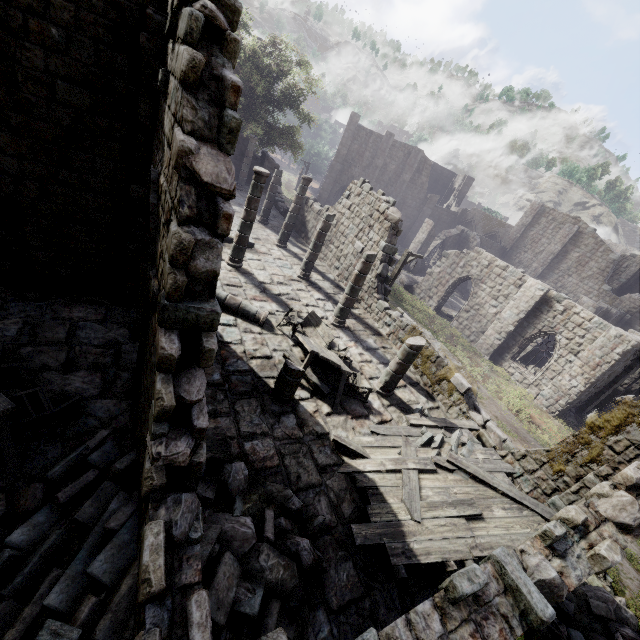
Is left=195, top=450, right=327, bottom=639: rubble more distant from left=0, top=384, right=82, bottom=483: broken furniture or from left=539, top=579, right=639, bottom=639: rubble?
left=539, top=579, right=639, bottom=639: rubble

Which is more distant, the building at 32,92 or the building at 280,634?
the building at 32,92

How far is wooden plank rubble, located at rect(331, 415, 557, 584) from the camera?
6.1m

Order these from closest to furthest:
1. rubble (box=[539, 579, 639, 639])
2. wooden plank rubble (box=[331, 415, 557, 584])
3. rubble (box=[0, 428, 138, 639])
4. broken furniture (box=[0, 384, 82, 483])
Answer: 1. rubble (box=[0, 428, 138, 639])
2. broken furniture (box=[0, 384, 82, 483])
3. wooden plank rubble (box=[331, 415, 557, 584])
4. rubble (box=[539, 579, 639, 639])

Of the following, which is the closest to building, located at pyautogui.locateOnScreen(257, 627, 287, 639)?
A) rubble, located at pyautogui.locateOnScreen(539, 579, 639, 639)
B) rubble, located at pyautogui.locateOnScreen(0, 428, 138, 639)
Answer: rubble, located at pyautogui.locateOnScreen(0, 428, 138, 639)

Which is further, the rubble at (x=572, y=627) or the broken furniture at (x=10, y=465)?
the rubble at (x=572, y=627)

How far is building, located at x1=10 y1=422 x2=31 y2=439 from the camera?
5.27m

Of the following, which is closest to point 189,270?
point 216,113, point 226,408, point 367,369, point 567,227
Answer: point 216,113
